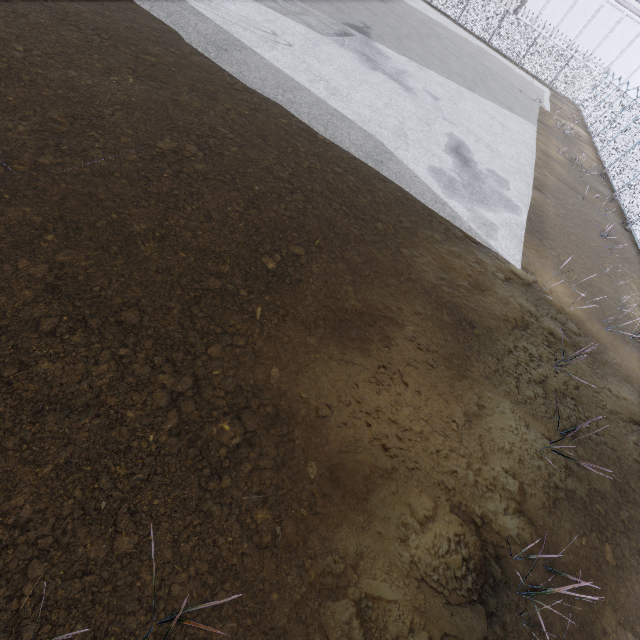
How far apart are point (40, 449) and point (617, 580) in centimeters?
637cm
